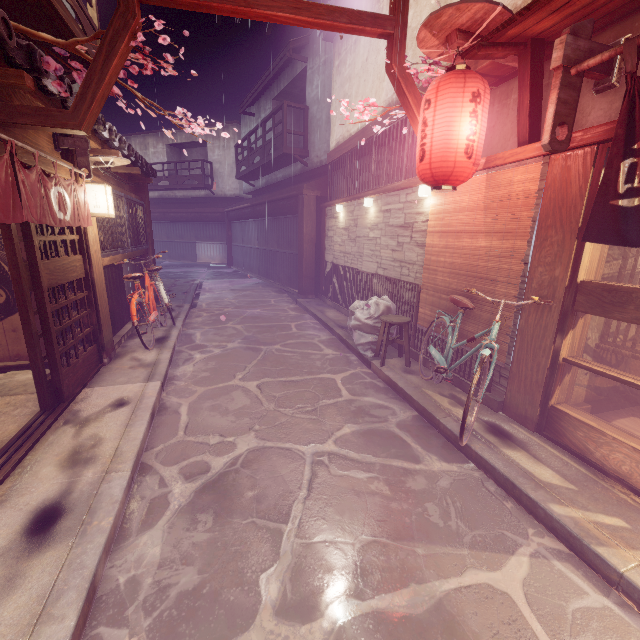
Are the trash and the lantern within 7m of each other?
yes

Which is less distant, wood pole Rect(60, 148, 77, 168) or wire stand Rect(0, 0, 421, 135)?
wire stand Rect(0, 0, 421, 135)

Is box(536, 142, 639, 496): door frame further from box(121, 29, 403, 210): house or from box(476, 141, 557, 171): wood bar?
box(121, 29, 403, 210): house

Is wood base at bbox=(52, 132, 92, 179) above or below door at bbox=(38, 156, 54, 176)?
above

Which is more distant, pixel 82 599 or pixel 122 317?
pixel 122 317

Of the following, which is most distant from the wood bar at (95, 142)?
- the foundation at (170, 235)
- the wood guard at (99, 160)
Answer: the foundation at (170, 235)

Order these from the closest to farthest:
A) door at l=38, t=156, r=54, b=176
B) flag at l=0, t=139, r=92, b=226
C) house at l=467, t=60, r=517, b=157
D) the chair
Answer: flag at l=0, t=139, r=92, b=226
door at l=38, t=156, r=54, b=176
house at l=467, t=60, r=517, b=157
the chair

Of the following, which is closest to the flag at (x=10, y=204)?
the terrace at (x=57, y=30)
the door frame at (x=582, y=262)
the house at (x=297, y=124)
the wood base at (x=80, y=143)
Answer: the wood base at (x=80, y=143)
